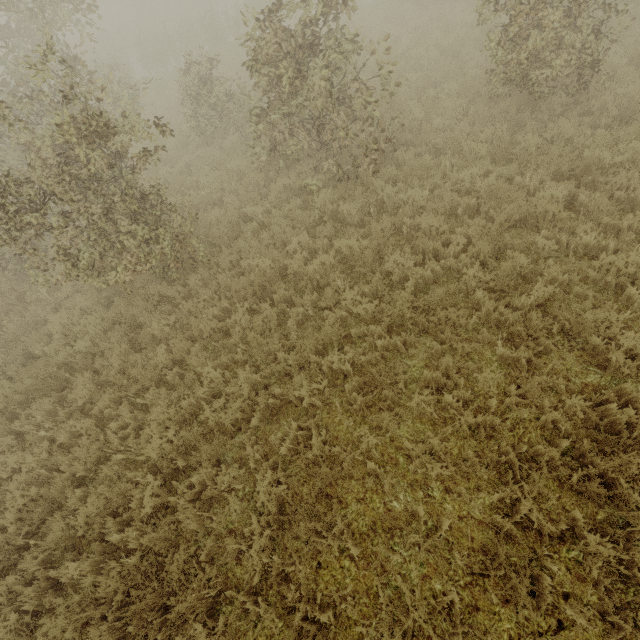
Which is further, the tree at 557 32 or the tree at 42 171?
the tree at 557 32

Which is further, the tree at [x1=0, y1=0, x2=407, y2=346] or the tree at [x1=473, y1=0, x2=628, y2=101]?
the tree at [x1=473, y1=0, x2=628, y2=101]

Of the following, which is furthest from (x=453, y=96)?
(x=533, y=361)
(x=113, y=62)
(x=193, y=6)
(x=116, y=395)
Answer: (x=193, y=6)
